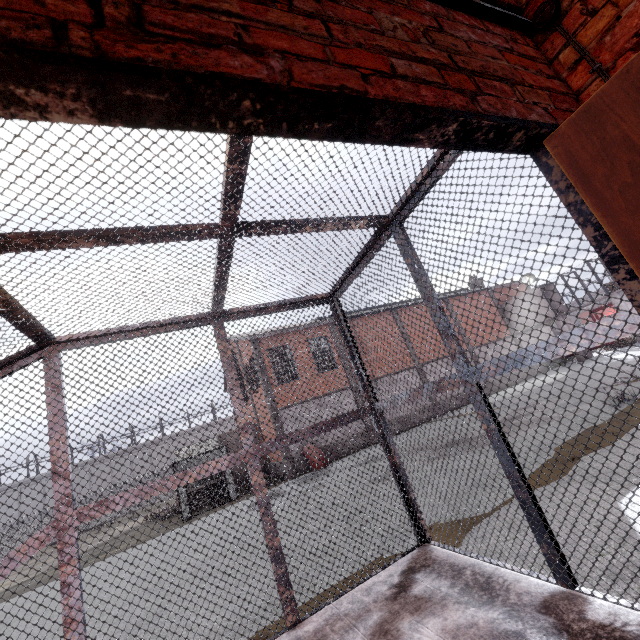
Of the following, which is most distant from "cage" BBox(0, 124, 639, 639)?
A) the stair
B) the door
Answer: the door

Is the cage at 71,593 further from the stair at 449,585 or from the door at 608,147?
the door at 608,147

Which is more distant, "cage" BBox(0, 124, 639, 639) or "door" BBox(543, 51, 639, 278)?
"cage" BBox(0, 124, 639, 639)

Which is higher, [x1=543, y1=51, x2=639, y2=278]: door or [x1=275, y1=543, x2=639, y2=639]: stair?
[x1=543, y1=51, x2=639, y2=278]: door

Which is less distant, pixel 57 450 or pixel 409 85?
pixel 409 85

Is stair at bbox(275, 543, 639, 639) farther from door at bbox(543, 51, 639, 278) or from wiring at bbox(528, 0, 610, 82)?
wiring at bbox(528, 0, 610, 82)

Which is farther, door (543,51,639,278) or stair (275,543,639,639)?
stair (275,543,639,639)

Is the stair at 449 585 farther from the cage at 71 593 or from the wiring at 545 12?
the wiring at 545 12
